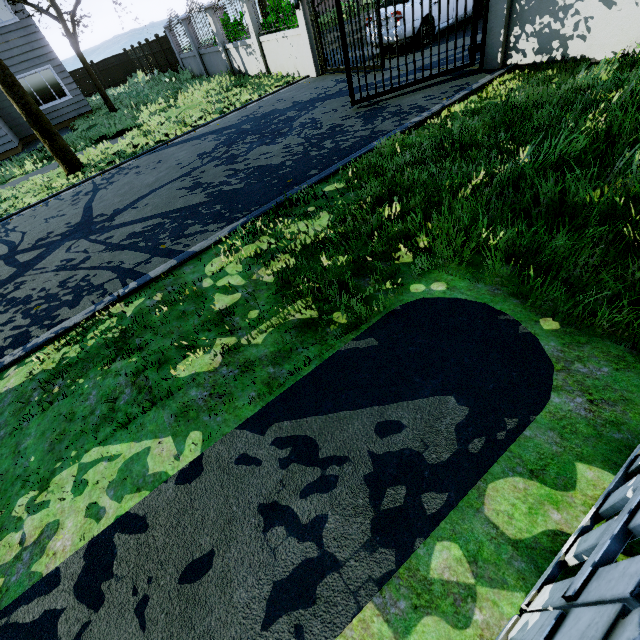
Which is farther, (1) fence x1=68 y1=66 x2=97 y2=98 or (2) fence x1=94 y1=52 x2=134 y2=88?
(2) fence x1=94 y1=52 x2=134 y2=88

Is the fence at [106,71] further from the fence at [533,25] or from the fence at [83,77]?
the fence at [83,77]

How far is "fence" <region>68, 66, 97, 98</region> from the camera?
25.0m

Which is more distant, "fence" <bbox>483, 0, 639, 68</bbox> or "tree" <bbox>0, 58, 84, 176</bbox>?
"tree" <bbox>0, 58, 84, 176</bbox>

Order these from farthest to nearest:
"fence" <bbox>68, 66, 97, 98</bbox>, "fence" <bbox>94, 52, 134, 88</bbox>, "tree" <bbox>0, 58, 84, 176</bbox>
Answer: "fence" <bbox>94, 52, 134, 88</bbox> → "fence" <bbox>68, 66, 97, 98</bbox> → "tree" <bbox>0, 58, 84, 176</bbox>

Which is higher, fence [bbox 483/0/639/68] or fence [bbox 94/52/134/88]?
fence [bbox 94/52/134/88]

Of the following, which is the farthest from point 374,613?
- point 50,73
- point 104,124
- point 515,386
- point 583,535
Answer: point 50,73

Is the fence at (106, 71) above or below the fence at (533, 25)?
above
